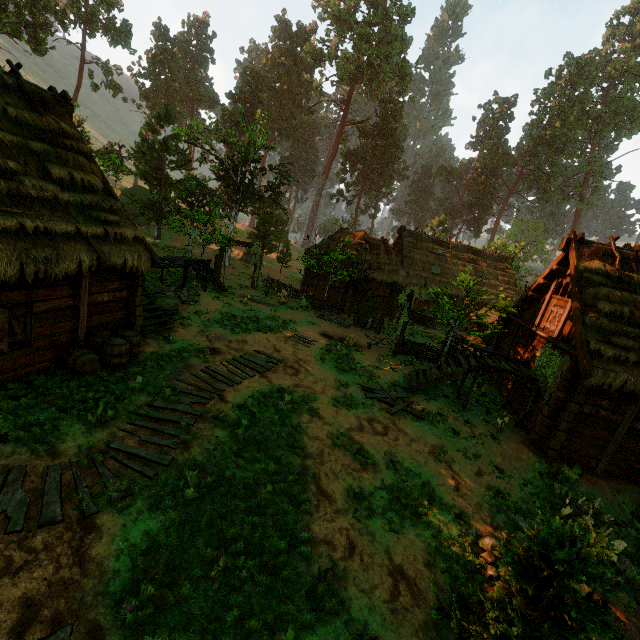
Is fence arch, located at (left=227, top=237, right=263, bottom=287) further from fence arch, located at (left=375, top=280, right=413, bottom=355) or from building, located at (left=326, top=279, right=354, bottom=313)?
fence arch, located at (left=375, top=280, right=413, bottom=355)

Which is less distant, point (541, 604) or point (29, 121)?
point (541, 604)

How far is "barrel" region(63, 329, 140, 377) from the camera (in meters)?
9.34

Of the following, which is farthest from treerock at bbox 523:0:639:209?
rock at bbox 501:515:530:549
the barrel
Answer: the barrel

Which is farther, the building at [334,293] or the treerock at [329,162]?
the treerock at [329,162]

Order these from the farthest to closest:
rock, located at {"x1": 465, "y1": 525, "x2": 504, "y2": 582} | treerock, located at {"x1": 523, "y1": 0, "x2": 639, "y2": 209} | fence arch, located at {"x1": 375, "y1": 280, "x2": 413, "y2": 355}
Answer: treerock, located at {"x1": 523, "y1": 0, "x2": 639, "y2": 209} → fence arch, located at {"x1": 375, "y1": 280, "x2": 413, "y2": 355} → rock, located at {"x1": 465, "y1": 525, "x2": 504, "y2": 582}

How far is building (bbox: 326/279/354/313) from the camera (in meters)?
25.00

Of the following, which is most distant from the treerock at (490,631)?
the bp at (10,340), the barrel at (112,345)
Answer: the barrel at (112,345)
